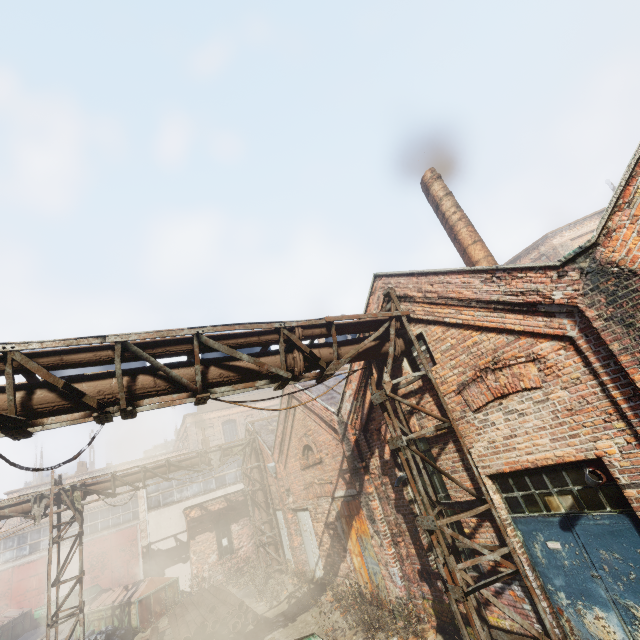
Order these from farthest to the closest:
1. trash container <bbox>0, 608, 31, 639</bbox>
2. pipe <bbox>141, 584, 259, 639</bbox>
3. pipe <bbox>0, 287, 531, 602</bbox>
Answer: trash container <bbox>0, 608, 31, 639</bbox> → pipe <bbox>141, 584, 259, 639</bbox> → pipe <bbox>0, 287, 531, 602</bbox>

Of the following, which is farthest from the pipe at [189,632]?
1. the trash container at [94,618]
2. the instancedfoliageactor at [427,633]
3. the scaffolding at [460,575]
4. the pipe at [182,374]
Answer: Answer: the scaffolding at [460,575]

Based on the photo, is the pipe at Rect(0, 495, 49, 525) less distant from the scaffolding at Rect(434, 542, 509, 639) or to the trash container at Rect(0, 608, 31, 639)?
the scaffolding at Rect(434, 542, 509, 639)

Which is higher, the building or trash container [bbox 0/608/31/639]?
the building

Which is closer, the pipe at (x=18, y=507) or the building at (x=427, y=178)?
the building at (x=427, y=178)

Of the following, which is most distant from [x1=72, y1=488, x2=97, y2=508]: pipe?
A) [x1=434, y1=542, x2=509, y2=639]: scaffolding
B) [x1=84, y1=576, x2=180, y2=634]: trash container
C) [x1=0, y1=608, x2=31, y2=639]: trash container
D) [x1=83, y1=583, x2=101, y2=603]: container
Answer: [x1=83, y1=583, x2=101, y2=603]: container

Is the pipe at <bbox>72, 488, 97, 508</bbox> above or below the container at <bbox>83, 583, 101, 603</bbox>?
above

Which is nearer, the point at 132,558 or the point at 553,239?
the point at 553,239
